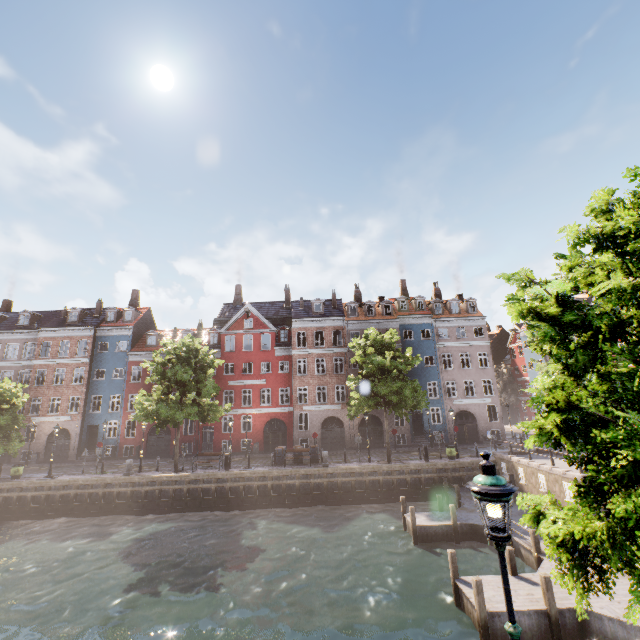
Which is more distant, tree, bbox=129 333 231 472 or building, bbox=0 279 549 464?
building, bbox=0 279 549 464

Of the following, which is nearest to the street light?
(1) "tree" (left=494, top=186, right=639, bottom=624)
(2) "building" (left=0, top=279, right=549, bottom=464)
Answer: (1) "tree" (left=494, top=186, right=639, bottom=624)

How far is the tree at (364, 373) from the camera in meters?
24.0 m

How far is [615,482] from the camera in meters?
3.8 m

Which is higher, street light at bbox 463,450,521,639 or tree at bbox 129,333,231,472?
tree at bbox 129,333,231,472

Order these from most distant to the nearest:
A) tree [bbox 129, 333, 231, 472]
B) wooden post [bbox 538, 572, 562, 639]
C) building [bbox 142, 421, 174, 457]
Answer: building [bbox 142, 421, 174, 457] < tree [bbox 129, 333, 231, 472] < wooden post [bbox 538, 572, 562, 639]

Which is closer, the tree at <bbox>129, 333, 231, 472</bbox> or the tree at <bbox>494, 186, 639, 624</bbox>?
the tree at <bbox>494, 186, 639, 624</bbox>

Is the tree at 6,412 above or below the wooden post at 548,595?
above
